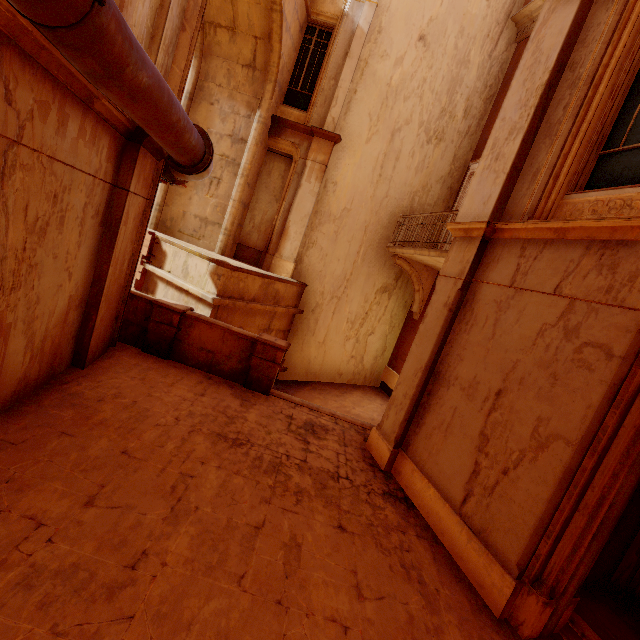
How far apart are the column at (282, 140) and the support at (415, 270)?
3.67m

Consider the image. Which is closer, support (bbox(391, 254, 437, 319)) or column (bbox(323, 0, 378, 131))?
column (bbox(323, 0, 378, 131))

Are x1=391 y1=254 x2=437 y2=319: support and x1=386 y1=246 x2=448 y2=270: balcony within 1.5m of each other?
yes

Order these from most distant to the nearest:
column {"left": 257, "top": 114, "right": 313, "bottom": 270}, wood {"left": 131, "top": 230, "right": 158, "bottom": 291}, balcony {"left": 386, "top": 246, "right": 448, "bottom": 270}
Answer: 1. column {"left": 257, "top": 114, "right": 313, "bottom": 270}
2. wood {"left": 131, "top": 230, "right": 158, "bottom": 291}
3. balcony {"left": 386, "top": 246, "right": 448, "bottom": 270}

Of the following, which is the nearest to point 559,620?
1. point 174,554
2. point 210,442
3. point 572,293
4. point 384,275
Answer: point 572,293

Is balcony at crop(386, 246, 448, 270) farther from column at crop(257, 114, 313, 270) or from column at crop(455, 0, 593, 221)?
column at crop(257, 114, 313, 270)

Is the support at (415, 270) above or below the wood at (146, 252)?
above

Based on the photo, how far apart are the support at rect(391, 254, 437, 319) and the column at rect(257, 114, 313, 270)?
3.67m
